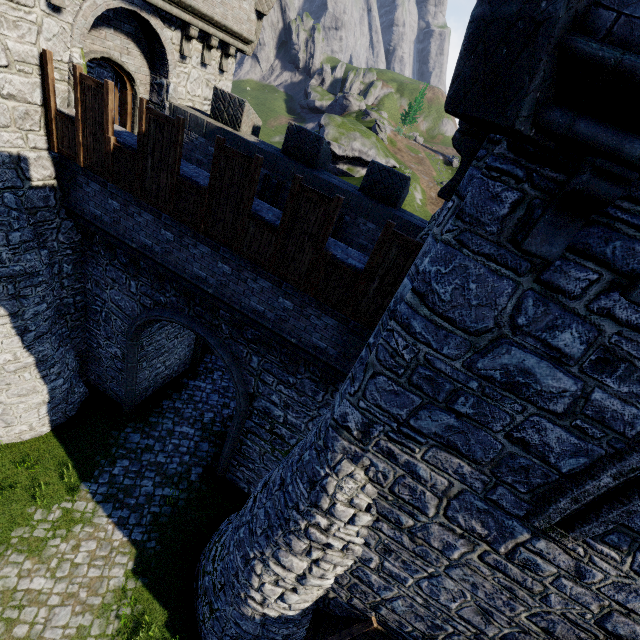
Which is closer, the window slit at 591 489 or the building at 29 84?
the building at 29 84

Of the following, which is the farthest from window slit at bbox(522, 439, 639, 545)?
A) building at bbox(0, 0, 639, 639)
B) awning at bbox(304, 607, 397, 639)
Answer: awning at bbox(304, 607, 397, 639)

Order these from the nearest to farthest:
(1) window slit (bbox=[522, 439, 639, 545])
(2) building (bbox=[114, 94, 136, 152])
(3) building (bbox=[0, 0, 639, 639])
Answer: (3) building (bbox=[0, 0, 639, 639]) < (1) window slit (bbox=[522, 439, 639, 545]) < (2) building (bbox=[114, 94, 136, 152])

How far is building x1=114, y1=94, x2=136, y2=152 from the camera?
7.9 meters

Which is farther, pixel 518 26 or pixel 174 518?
pixel 174 518

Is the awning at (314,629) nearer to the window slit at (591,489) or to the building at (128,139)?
the building at (128,139)

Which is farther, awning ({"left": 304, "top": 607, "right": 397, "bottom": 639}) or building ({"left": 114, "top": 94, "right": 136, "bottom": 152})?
building ({"left": 114, "top": 94, "right": 136, "bottom": 152})
